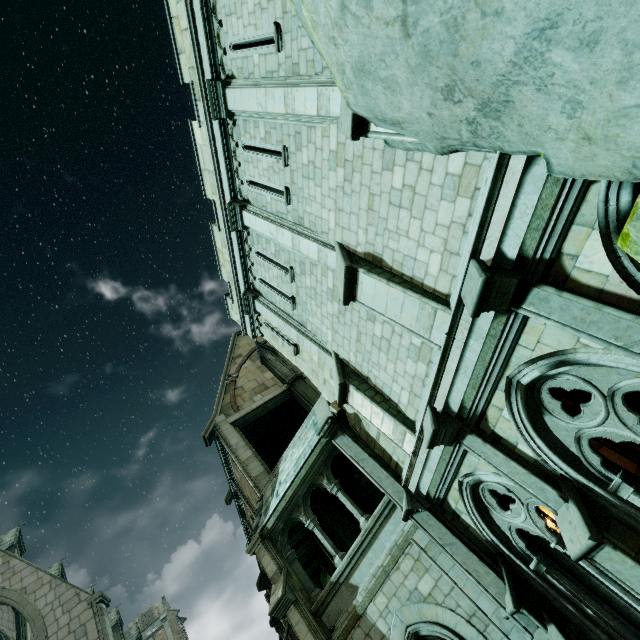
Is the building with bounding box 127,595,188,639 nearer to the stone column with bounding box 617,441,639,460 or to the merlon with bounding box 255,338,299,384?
the merlon with bounding box 255,338,299,384

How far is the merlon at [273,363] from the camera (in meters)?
17.36

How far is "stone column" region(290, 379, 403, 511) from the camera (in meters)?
8.55

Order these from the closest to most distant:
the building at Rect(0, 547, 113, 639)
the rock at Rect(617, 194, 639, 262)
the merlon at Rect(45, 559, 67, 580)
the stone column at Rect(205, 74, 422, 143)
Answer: the rock at Rect(617, 194, 639, 262), the stone column at Rect(205, 74, 422, 143), the building at Rect(0, 547, 113, 639), the merlon at Rect(45, 559, 67, 580)

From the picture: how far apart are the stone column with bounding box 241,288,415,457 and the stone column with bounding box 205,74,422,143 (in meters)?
5.41

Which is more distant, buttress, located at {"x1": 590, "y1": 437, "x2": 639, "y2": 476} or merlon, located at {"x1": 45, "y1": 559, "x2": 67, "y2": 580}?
merlon, located at {"x1": 45, "y1": 559, "x2": 67, "y2": 580}

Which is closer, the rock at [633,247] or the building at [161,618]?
the rock at [633,247]

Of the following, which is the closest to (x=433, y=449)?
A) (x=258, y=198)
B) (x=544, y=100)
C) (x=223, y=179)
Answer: (x=544, y=100)
